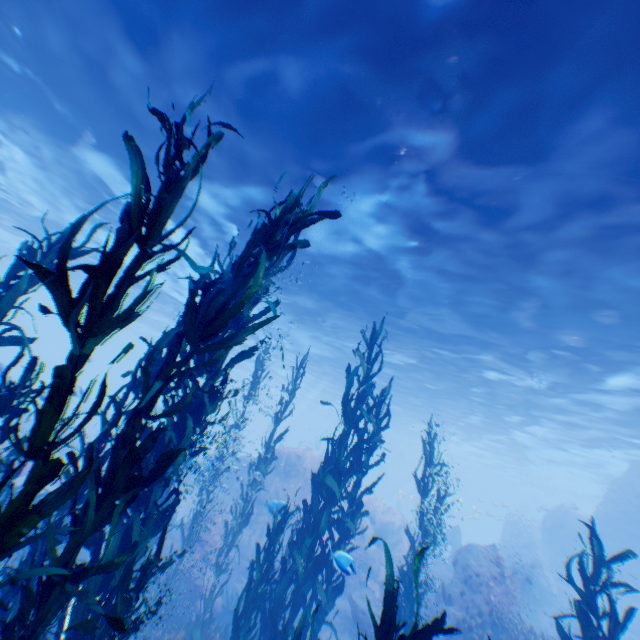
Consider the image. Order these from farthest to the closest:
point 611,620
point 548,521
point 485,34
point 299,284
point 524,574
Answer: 1. point 548,521
2. point 524,574
3. point 299,284
4. point 485,34
5. point 611,620

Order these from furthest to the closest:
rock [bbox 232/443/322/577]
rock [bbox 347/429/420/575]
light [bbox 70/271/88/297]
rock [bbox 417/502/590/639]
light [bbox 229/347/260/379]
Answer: light [bbox 229/347/260/379] < light [bbox 70/271/88/297] < rock [bbox 347/429/420/575] < rock [bbox 232/443/322/577] < rock [bbox 417/502/590/639]

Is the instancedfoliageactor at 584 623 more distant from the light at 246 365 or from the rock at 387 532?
the light at 246 365

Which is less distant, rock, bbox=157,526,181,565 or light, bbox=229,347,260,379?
rock, bbox=157,526,181,565

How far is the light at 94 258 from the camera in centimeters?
2323cm

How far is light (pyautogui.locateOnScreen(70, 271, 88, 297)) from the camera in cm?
2992

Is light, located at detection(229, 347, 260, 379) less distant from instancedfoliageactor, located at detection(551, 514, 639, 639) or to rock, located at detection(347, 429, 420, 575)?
rock, located at detection(347, 429, 420, 575)
